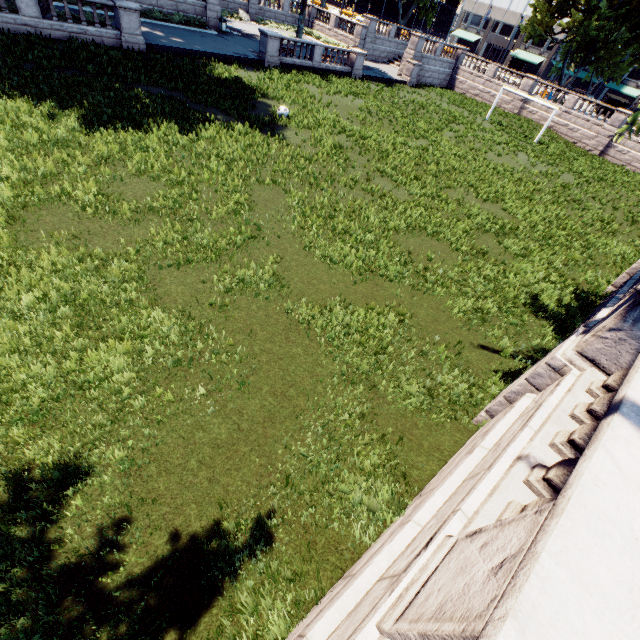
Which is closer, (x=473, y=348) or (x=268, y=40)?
(x=473, y=348)
